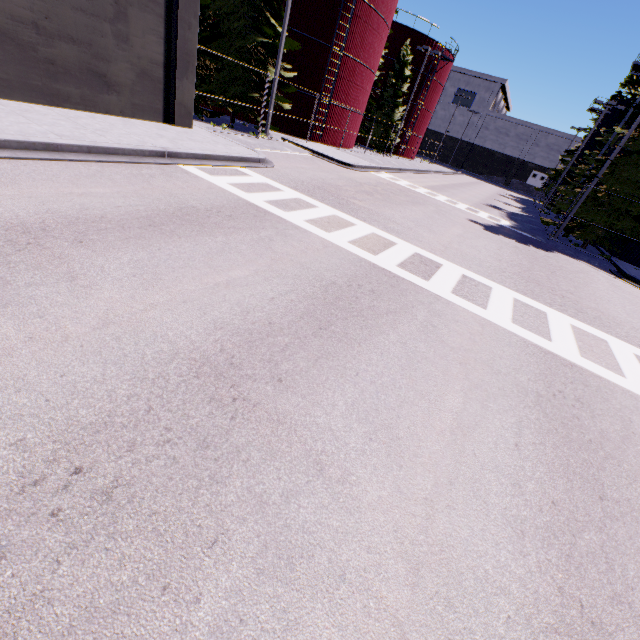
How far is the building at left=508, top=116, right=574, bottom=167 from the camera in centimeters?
5753cm

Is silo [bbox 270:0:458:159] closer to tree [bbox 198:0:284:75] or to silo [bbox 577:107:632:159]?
tree [bbox 198:0:284:75]

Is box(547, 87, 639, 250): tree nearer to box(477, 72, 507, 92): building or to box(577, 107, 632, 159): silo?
box(577, 107, 632, 159): silo

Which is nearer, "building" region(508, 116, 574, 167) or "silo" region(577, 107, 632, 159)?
"silo" region(577, 107, 632, 159)

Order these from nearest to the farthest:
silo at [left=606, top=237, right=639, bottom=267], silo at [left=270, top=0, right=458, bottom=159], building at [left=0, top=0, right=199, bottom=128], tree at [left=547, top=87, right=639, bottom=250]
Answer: building at [left=0, top=0, right=199, bottom=128]
tree at [left=547, top=87, right=639, bottom=250]
silo at [left=606, top=237, right=639, bottom=267]
silo at [left=270, top=0, right=458, bottom=159]

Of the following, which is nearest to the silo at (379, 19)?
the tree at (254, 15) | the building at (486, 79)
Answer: the tree at (254, 15)

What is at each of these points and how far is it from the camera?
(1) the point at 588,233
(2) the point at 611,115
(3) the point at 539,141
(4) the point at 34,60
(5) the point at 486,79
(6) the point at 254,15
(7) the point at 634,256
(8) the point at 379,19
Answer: (1) tree, 18.97m
(2) silo, 35.66m
(3) building, 59.75m
(4) building, 9.07m
(5) building, 59.75m
(6) tree, 16.92m
(7) silo, 19.72m
(8) silo, 24.03m

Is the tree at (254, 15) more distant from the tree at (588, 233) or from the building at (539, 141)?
the building at (539, 141)
